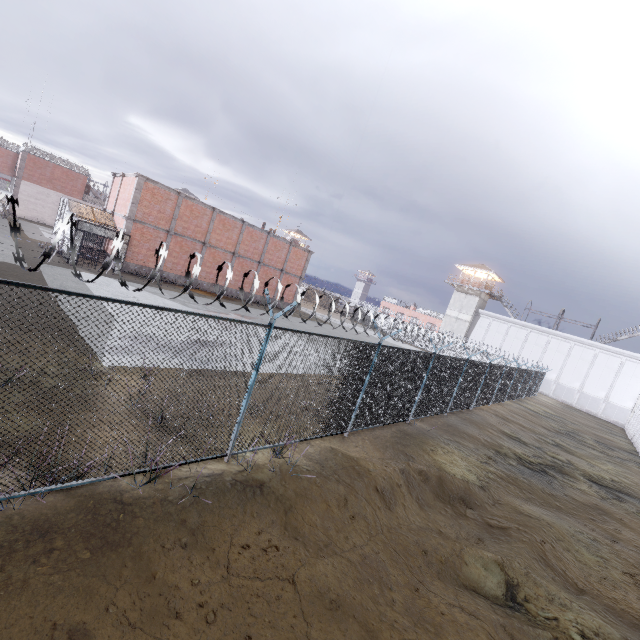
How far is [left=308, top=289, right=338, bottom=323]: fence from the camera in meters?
6.3

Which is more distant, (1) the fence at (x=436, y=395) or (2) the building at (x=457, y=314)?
(2) the building at (x=457, y=314)

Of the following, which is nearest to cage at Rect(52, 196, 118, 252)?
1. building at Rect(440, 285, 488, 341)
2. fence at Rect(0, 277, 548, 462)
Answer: fence at Rect(0, 277, 548, 462)

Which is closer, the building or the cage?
the cage

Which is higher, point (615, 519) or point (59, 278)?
point (59, 278)

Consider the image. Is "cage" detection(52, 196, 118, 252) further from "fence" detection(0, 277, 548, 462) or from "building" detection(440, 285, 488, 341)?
"building" detection(440, 285, 488, 341)

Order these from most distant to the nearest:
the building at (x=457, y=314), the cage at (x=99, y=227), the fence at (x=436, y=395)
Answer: the building at (x=457, y=314)
the cage at (x=99, y=227)
the fence at (x=436, y=395)
